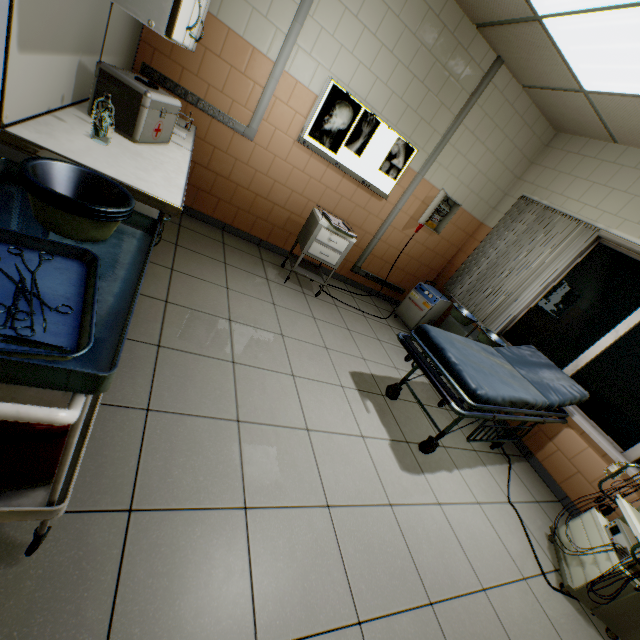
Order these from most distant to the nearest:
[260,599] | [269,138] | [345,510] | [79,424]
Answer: [269,138] → [345,510] → [260,599] → [79,424]

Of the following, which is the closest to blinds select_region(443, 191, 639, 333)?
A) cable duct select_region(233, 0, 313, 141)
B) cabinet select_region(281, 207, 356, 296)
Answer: cabinet select_region(281, 207, 356, 296)

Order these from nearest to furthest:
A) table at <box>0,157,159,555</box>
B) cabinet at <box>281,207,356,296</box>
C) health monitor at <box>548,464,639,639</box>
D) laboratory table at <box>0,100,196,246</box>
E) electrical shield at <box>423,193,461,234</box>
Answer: table at <box>0,157,159,555</box>
laboratory table at <box>0,100,196,246</box>
health monitor at <box>548,464,639,639</box>
cabinet at <box>281,207,356,296</box>
electrical shield at <box>423,193,461,234</box>

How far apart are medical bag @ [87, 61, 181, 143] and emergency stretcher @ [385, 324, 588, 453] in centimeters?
219cm

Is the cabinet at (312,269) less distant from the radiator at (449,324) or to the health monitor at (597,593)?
the radiator at (449,324)

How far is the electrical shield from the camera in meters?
4.6

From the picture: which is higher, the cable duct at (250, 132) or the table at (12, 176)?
the cable duct at (250, 132)

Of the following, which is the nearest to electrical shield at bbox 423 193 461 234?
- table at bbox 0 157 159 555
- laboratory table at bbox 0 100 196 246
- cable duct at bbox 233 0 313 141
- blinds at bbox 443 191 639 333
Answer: blinds at bbox 443 191 639 333
